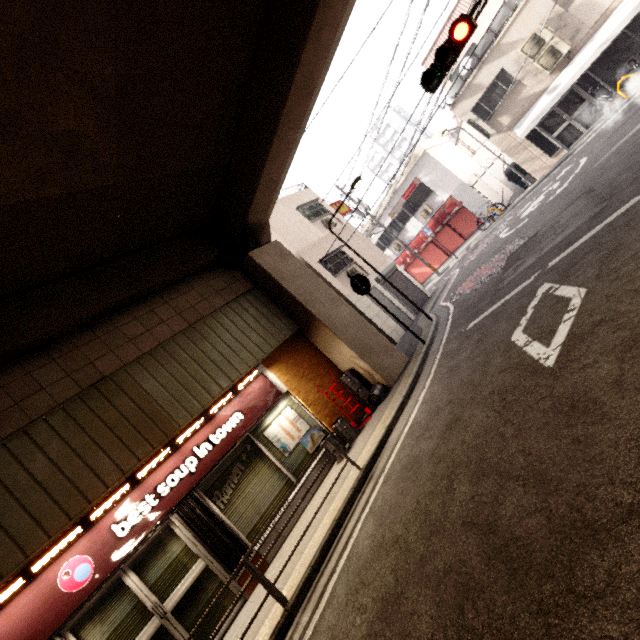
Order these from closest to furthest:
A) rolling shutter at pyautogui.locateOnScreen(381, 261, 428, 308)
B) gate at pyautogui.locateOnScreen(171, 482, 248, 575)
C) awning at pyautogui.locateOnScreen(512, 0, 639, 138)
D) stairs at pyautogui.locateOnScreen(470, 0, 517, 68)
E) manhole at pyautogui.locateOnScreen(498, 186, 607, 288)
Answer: gate at pyautogui.locateOnScreen(171, 482, 248, 575), manhole at pyautogui.locateOnScreen(498, 186, 607, 288), awning at pyautogui.locateOnScreen(512, 0, 639, 138), stairs at pyautogui.locateOnScreen(470, 0, 517, 68), rolling shutter at pyautogui.locateOnScreen(381, 261, 428, 308)

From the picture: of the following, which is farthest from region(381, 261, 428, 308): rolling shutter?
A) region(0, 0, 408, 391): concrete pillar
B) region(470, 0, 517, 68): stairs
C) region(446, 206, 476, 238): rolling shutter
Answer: region(470, 0, 517, 68): stairs

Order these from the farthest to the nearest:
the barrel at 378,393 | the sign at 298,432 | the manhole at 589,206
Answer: the barrel at 378,393
the sign at 298,432
the manhole at 589,206

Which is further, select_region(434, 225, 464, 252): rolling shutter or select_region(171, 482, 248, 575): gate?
select_region(434, 225, 464, 252): rolling shutter

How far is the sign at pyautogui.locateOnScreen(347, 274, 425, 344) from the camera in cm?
920

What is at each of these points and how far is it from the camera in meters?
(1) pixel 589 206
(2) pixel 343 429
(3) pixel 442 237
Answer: (1) manhole, 6.8 m
(2) barrel, 7.8 m
(3) rolling shutter, 21.4 m

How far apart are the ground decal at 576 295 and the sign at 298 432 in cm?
492

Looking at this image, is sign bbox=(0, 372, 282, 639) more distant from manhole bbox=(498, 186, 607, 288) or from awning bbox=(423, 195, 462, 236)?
awning bbox=(423, 195, 462, 236)
